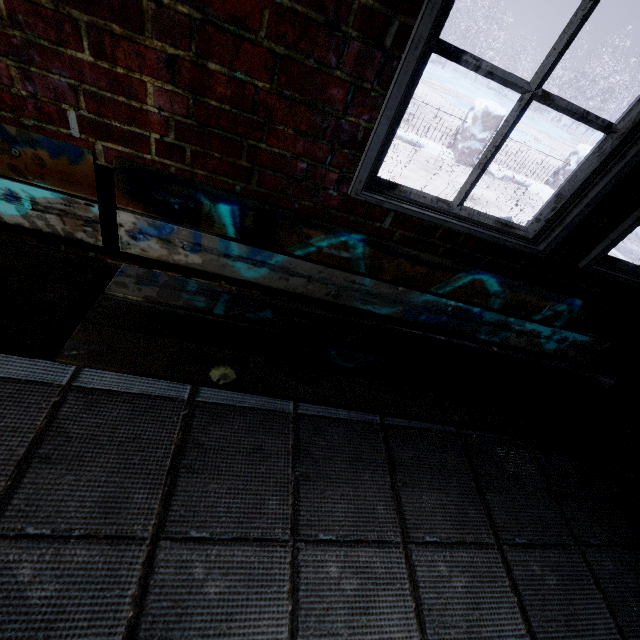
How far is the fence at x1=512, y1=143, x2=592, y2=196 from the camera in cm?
596

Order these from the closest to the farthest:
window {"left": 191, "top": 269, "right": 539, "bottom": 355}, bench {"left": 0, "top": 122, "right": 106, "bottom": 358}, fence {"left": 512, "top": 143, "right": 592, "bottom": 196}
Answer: bench {"left": 0, "top": 122, "right": 106, "bottom": 358} < window {"left": 191, "top": 269, "right": 539, "bottom": 355} < fence {"left": 512, "top": 143, "right": 592, "bottom": 196}

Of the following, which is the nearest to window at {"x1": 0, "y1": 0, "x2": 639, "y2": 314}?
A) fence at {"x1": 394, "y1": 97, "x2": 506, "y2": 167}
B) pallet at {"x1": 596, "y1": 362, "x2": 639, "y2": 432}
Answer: pallet at {"x1": 596, "y1": 362, "x2": 639, "y2": 432}

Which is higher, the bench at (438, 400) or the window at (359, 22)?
the window at (359, 22)

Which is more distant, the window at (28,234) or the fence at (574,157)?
the fence at (574,157)

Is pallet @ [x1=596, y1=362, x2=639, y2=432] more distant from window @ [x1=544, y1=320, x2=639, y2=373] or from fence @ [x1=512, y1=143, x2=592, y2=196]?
fence @ [x1=512, y1=143, x2=592, y2=196]

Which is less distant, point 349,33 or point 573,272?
point 349,33
